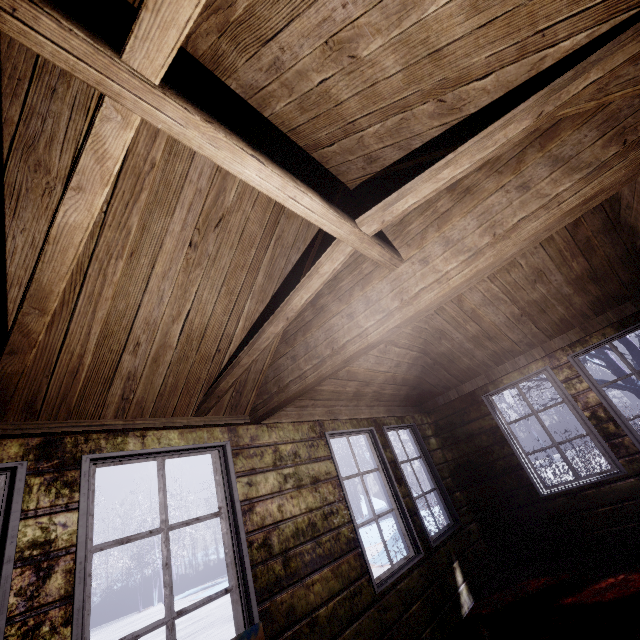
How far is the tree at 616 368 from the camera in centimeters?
607cm

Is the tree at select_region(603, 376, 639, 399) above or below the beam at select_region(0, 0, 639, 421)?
below

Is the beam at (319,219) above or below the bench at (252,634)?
above

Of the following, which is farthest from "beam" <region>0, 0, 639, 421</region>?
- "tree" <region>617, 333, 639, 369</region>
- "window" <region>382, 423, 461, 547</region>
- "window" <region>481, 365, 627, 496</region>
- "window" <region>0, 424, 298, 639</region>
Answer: "tree" <region>617, 333, 639, 369</region>

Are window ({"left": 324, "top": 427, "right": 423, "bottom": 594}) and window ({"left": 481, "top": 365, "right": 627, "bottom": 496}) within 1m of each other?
no

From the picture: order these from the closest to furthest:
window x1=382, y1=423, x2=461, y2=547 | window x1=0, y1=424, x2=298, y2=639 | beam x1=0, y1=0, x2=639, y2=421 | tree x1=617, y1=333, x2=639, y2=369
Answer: beam x1=0, y1=0, x2=639, y2=421 < window x1=0, y1=424, x2=298, y2=639 < window x1=382, y1=423, x2=461, y2=547 < tree x1=617, y1=333, x2=639, y2=369

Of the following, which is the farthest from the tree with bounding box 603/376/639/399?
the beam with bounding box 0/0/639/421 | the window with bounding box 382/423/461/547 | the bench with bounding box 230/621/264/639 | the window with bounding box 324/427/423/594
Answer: the bench with bounding box 230/621/264/639

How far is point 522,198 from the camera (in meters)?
1.54
